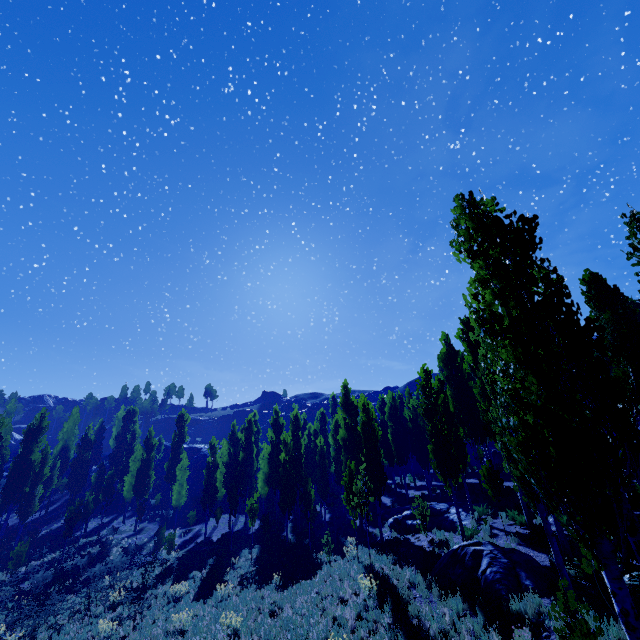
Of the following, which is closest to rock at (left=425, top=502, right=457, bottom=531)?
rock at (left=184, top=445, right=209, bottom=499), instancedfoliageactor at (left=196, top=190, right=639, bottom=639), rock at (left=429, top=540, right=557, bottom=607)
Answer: instancedfoliageactor at (left=196, top=190, right=639, bottom=639)

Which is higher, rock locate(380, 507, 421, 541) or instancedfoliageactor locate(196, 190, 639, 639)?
instancedfoliageactor locate(196, 190, 639, 639)

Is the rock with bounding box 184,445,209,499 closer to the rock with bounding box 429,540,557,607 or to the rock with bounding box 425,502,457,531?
the rock with bounding box 425,502,457,531

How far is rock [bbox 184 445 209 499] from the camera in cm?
4936

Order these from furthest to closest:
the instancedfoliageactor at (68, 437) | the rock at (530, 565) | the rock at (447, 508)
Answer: the instancedfoliageactor at (68, 437)
the rock at (447, 508)
the rock at (530, 565)

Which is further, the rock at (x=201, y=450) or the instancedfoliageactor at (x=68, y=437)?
the rock at (x=201, y=450)

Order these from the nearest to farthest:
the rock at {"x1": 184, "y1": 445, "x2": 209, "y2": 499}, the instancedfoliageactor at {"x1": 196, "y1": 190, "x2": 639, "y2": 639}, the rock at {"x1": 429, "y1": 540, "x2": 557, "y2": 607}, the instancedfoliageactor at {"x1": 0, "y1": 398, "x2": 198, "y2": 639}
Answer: the instancedfoliageactor at {"x1": 196, "y1": 190, "x2": 639, "y2": 639} < the rock at {"x1": 429, "y1": 540, "x2": 557, "y2": 607} < the instancedfoliageactor at {"x1": 0, "y1": 398, "x2": 198, "y2": 639} < the rock at {"x1": 184, "y1": 445, "x2": 209, "y2": 499}

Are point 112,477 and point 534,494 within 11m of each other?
no
